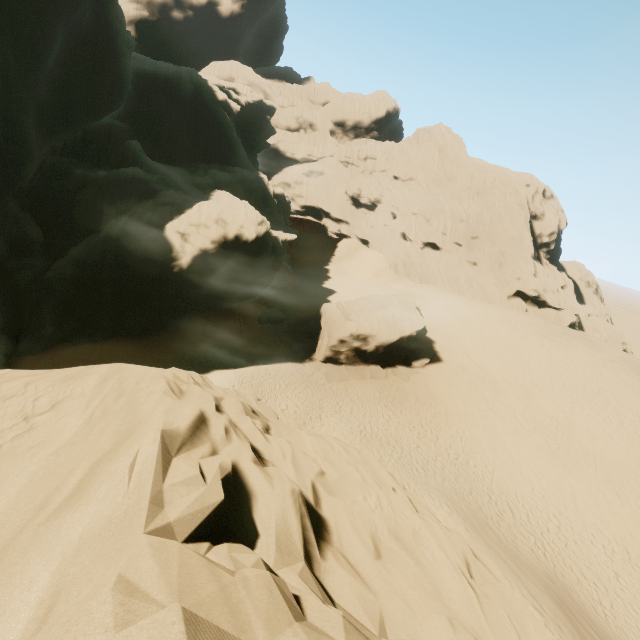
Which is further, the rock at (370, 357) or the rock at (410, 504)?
the rock at (370, 357)

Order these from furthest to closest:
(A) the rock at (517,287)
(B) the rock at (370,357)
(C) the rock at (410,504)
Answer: (A) the rock at (517,287)
(B) the rock at (370,357)
(C) the rock at (410,504)

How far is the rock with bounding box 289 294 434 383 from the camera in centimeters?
2706cm

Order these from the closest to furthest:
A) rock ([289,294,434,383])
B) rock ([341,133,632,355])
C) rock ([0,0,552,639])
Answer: rock ([0,0,552,639]) < rock ([289,294,434,383]) < rock ([341,133,632,355])

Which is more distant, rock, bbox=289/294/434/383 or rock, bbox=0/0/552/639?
rock, bbox=289/294/434/383

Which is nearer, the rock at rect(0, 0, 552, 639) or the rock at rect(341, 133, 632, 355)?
the rock at rect(0, 0, 552, 639)

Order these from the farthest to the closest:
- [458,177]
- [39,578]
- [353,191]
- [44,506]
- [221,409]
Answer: [353,191]
[458,177]
[221,409]
[44,506]
[39,578]

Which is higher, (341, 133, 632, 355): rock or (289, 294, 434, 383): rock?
(341, 133, 632, 355): rock
